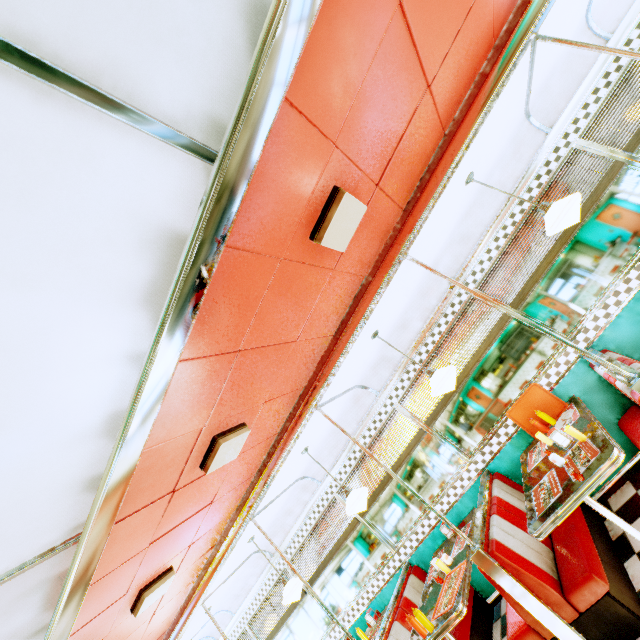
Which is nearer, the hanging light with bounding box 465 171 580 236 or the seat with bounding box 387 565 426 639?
the hanging light with bounding box 465 171 580 236

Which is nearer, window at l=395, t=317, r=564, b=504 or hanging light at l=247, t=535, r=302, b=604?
window at l=395, t=317, r=564, b=504

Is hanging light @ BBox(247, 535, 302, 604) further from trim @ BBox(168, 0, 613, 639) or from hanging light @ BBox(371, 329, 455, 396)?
hanging light @ BBox(371, 329, 455, 396)

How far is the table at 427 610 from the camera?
3.5 meters

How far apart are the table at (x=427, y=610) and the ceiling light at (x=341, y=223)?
3.5 meters

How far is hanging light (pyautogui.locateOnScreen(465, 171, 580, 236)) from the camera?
2.9 meters

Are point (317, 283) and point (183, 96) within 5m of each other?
yes

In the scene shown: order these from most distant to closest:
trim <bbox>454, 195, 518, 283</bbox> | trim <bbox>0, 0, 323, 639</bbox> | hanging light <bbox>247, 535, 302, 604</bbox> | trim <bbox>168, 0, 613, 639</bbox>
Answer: hanging light <bbox>247, 535, 302, 604</bbox> < trim <bbox>454, 195, 518, 283</bbox> < trim <bbox>168, 0, 613, 639</bbox> < trim <bbox>0, 0, 323, 639</bbox>
